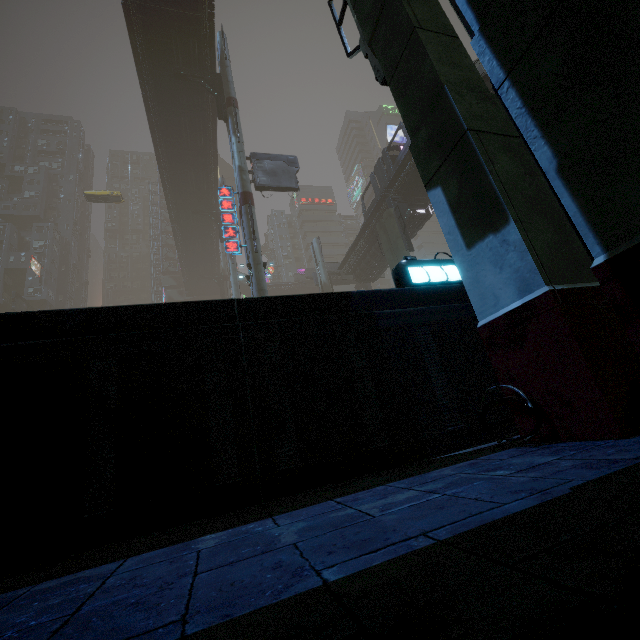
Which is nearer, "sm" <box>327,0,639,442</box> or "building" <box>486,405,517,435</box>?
"sm" <box>327,0,639,442</box>

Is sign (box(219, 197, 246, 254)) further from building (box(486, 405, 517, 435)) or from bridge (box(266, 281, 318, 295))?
bridge (box(266, 281, 318, 295))

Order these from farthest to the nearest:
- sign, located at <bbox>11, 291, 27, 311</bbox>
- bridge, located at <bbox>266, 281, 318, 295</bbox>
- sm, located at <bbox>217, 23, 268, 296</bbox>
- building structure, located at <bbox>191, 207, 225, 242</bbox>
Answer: bridge, located at <bbox>266, 281, 318, 295</bbox>, sign, located at <bbox>11, 291, 27, 311</bbox>, building structure, located at <bbox>191, 207, 225, 242</bbox>, sm, located at <bbox>217, 23, 268, 296</bbox>

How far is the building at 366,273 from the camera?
31.48m

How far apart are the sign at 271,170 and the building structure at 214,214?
14.8m

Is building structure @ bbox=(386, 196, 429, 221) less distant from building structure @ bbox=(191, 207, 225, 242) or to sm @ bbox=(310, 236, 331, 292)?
sm @ bbox=(310, 236, 331, 292)

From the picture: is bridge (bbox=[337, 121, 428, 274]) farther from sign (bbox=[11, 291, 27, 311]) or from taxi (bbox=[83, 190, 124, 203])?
sign (bbox=[11, 291, 27, 311])

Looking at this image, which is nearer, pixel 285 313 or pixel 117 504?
pixel 117 504
